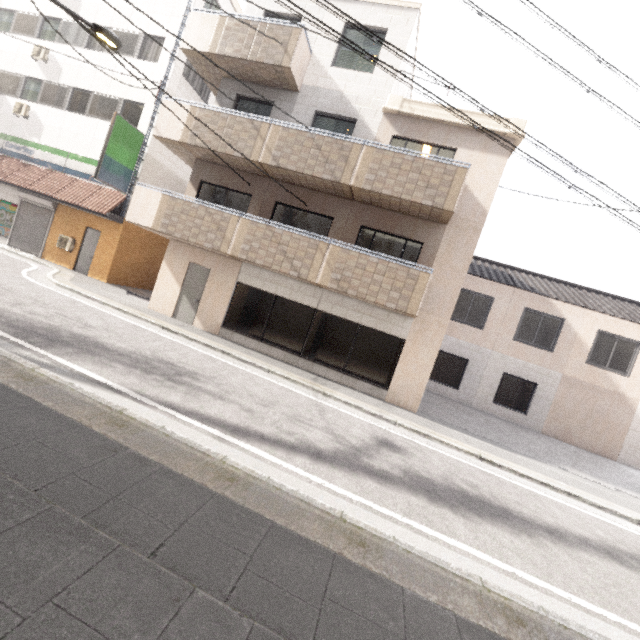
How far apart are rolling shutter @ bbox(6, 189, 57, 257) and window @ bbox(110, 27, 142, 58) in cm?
718

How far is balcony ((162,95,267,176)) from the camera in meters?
10.2 m

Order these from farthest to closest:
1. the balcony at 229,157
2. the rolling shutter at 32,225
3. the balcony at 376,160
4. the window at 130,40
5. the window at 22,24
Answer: the window at 22,24 < the rolling shutter at 32,225 < the window at 130,40 < the balcony at 229,157 < the balcony at 376,160

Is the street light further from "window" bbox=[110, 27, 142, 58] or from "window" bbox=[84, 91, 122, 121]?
"window" bbox=[110, 27, 142, 58]

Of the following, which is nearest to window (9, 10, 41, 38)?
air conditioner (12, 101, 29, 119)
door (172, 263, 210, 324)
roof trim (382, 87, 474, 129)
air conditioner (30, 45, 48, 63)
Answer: air conditioner (30, 45, 48, 63)

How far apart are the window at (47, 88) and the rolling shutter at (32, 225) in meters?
4.2 m

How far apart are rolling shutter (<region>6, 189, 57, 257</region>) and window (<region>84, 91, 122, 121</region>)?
4.2 meters

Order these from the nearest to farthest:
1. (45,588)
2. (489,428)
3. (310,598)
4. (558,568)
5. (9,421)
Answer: (45,588) → (310,598) → (9,421) → (558,568) → (489,428)
